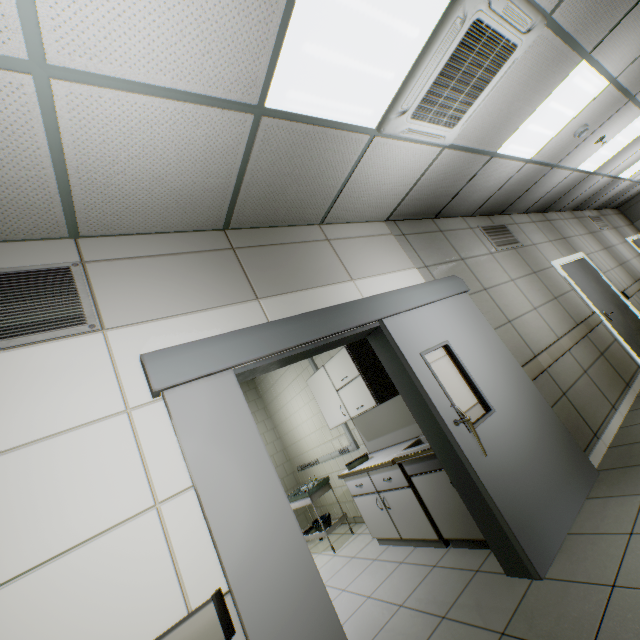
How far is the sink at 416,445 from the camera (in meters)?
3.00

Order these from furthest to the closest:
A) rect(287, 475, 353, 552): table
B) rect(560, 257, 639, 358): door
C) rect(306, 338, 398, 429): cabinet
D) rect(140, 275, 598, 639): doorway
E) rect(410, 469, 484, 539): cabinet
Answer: rect(560, 257, 639, 358): door < rect(287, 475, 353, 552): table < rect(306, 338, 398, 429): cabinet < rect(410, 469, 484, 539): cabinet < rect(140, 275, 598, 639): doorway

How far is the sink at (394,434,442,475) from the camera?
3.0m

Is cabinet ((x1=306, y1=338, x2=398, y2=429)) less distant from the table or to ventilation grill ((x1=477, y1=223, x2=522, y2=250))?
the table

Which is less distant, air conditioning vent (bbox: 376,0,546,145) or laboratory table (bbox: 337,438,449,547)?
air conditioning vent (bbox: 376,0,546,145)

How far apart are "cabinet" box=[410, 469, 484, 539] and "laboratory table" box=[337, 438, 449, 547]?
0.13m

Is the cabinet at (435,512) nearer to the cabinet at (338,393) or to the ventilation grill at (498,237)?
the cabinet at (338,393)

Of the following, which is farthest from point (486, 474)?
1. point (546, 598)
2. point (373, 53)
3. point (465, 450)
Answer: point (373, 53)
